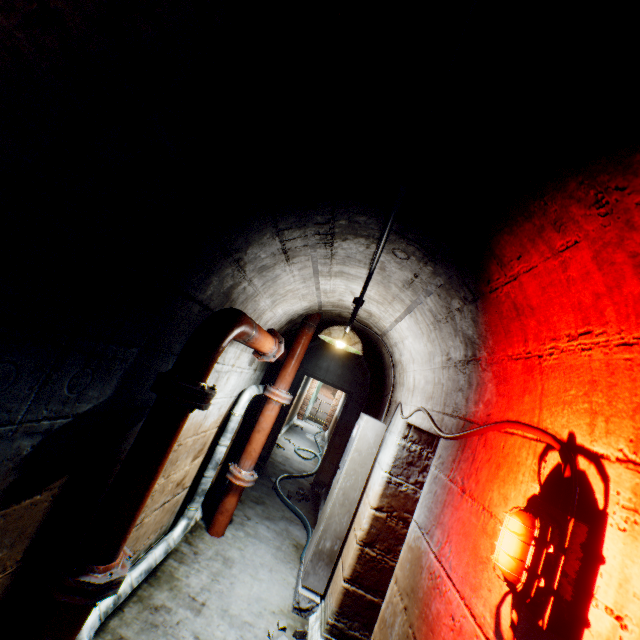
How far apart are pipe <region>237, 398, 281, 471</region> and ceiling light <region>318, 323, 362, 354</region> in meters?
1.0

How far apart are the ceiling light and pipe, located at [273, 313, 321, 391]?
Result: 0.60m

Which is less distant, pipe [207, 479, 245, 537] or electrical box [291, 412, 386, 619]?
electrical box [291, 412, 386, 619]

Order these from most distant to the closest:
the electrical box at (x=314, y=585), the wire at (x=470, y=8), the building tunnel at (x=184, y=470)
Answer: the electrical box at (x=314, y=585) → the building tunnel at (x=184, y=470) → the wire at (x=470, y=8)

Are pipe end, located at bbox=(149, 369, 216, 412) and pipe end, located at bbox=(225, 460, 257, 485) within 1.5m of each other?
no

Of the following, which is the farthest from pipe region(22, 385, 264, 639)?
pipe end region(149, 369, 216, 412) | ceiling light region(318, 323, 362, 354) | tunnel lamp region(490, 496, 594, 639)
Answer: tunnel lamp region(490, 496, 594, 639)

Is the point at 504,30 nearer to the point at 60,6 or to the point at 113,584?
the point at 60,6

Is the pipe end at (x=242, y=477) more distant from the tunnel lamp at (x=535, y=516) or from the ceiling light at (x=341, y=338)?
the tunnel lamp at (x=535, y=516)
